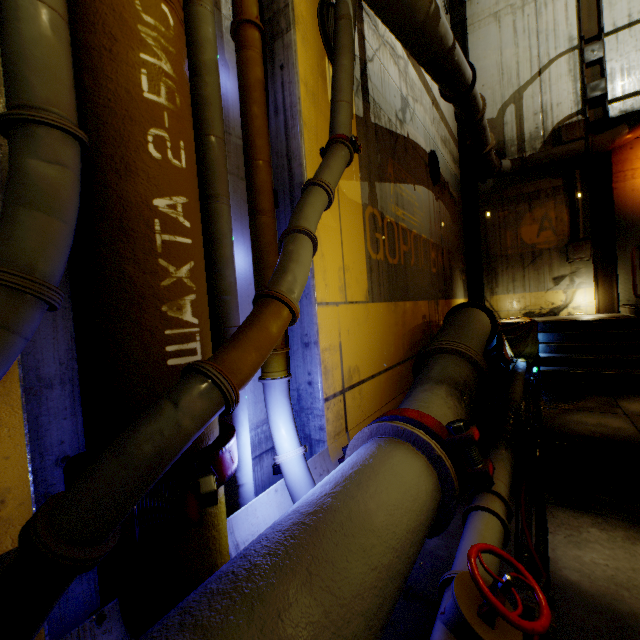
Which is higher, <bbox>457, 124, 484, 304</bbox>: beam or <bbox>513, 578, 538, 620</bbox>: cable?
<bbox>457, 124, 484, 304</bbox>: beam

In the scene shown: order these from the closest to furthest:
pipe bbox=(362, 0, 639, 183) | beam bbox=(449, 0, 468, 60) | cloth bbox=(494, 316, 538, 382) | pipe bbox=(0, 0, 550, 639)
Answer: pipe bbox=(0, 0, 550, 639), pipe bbox=(362, 0, 639, 183), cloth bbox=(494, 316, 538, 382), beam bbox=(449, 0, 468, 60)

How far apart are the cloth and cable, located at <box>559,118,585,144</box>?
5.3m

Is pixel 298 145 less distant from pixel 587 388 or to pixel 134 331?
pixel 134 331

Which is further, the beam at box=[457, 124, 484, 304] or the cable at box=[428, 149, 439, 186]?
the beam at box=[457, 124, 484, 304]

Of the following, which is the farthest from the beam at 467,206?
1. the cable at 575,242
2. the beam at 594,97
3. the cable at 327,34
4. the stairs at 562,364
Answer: the cable at 327,34

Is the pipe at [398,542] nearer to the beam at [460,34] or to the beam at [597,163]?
the beam at [597,163]

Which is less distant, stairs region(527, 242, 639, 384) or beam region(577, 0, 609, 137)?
stairs region(527, 242, 639, 384)
